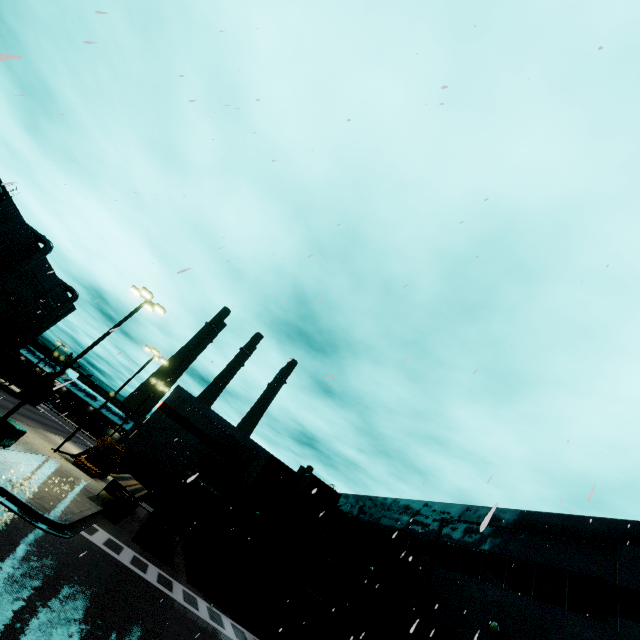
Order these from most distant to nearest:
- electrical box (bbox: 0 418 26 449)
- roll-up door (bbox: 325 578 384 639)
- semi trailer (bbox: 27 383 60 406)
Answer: semi trailer (bbox: 27 383 60 406) → roll-up door (bbox: 325 578 384 639) → electrical box (bbox: 0 418 26 449)

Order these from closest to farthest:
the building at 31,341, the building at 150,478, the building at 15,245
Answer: the building at 150,478 < the building at 15,245 < the building at 31,341

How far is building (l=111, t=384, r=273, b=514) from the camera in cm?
3412

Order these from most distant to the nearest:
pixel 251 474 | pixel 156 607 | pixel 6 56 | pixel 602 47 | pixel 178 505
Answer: pixel 251 474 < pixel 178 505 < pixel 156 607 < pixel 602 47 < pixel 6 56

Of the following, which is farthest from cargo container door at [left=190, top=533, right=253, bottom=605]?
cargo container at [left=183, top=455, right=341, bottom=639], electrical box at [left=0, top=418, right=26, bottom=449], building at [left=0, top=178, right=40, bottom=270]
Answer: electrical box at [left=0, top=418, right=26, bottom=449]

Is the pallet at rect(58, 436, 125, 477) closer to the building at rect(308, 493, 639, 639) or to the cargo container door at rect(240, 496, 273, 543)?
the building at rect(308, 493, 639, 639)

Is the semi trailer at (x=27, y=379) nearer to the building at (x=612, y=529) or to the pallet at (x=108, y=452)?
the building at (x=612, y=529)

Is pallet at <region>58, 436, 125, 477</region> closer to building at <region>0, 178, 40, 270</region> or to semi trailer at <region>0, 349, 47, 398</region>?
semi trailer at <region>0, 349, 47, 398</region>
